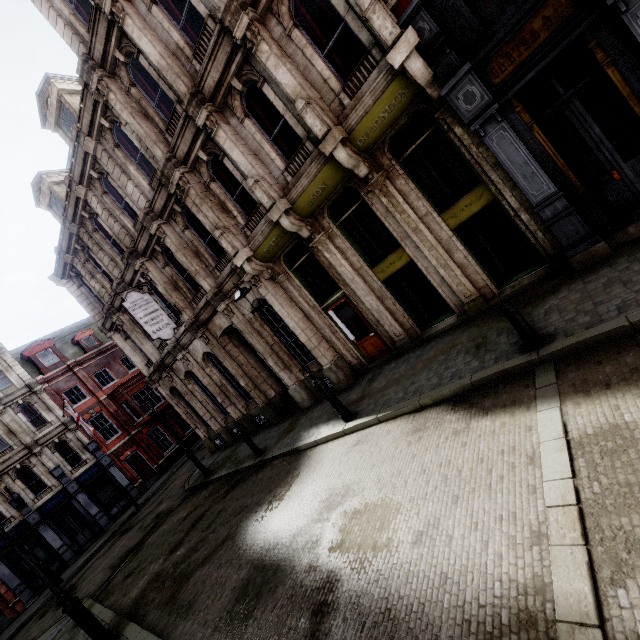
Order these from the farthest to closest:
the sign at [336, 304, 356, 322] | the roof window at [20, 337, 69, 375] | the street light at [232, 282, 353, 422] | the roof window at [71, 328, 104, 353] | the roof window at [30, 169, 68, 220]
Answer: the roof window at [71, 328, 104, 353] < the roof window at [20, 337, 69, 375] < the roof window at [30, 169, 68, 220] < the sign at [336, 304, 356, 322] < the street light at [232, 282, 353, 422]

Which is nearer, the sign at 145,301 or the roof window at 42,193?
the sign at 145,301

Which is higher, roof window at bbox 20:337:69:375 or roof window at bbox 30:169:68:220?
roof window at bbox 30:169:68:220

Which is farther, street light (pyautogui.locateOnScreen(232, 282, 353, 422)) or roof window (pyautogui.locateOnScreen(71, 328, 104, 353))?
roof window (pyautogui.locateOnScreen(71, 328, 104, 353))

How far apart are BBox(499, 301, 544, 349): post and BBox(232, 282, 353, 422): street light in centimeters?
469cm

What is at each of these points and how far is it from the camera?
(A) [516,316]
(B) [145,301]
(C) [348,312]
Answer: (A) post, 5.6m
(B) sign, 13.5m
(C) sign, 11.2m

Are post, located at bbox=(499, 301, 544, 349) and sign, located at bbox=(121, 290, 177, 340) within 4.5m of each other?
no

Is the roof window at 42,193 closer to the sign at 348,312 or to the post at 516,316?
the sign at 348,312
